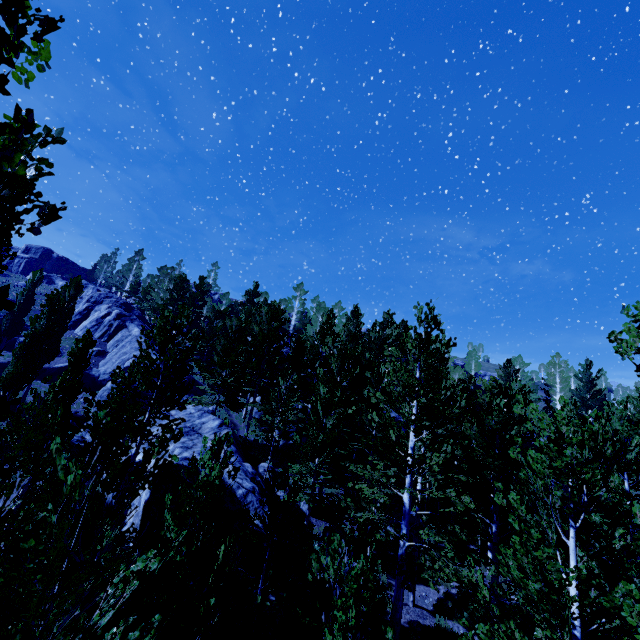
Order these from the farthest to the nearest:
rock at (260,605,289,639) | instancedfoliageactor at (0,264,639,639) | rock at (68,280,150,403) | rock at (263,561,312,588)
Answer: rock at (68,280,150,403), rock at (263,561,312,588), rock at (260,605,289,639), instancedfoliageactor at (0,264,639,639)

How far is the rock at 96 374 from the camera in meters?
31.9

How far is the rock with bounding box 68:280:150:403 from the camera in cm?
3189

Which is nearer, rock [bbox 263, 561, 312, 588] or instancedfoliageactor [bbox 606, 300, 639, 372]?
instancedfoliageactor [bbox 606, 300, 639, 372]

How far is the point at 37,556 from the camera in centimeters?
347cm

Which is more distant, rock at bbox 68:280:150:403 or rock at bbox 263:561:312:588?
rock at bbox 68:280:150:403

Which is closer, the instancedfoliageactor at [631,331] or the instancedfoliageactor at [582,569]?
the instancedfoliageactor at [582,569]
